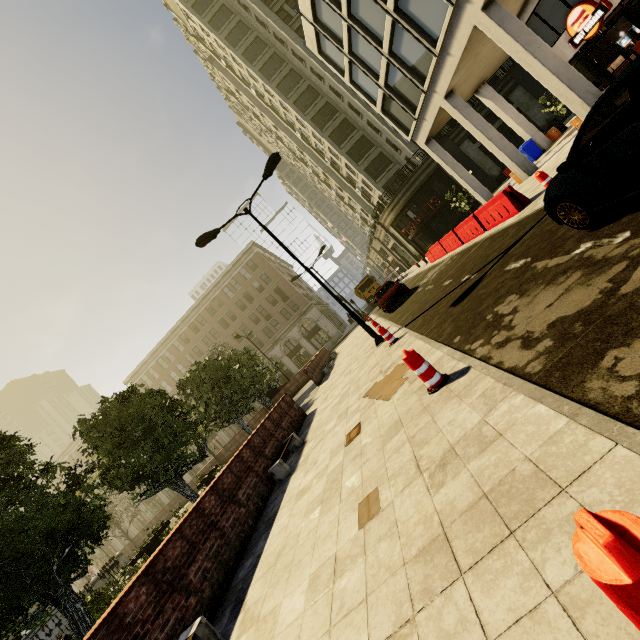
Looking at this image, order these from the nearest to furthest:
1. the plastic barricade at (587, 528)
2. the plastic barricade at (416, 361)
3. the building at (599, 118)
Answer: the plastic barricade at (587, 528), the plastic barricade at (416, 361), the building at (599, 118)

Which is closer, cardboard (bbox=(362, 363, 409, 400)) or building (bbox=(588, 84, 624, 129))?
cardboard (bbox=(362, 363, 409, 400))

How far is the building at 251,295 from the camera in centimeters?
4903cm

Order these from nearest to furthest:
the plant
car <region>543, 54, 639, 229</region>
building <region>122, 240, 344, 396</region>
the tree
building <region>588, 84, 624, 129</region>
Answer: car <region>543, 54, 639, 229</region> → the tree → building <region>588, 84, 624, 129</region> → the plant → building <region>122, 240, 344, 396</region>

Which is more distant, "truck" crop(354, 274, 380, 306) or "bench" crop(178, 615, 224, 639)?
"truck" crop(354, 274, 380, 306)

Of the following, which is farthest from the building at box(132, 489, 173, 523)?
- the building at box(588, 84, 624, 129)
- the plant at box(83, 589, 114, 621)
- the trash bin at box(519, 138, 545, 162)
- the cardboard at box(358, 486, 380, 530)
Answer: the trash bin at box(519, 138, 545, 162)

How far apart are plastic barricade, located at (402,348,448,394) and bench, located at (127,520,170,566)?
14.59m

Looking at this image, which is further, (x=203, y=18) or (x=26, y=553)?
(x=203, y=18)
